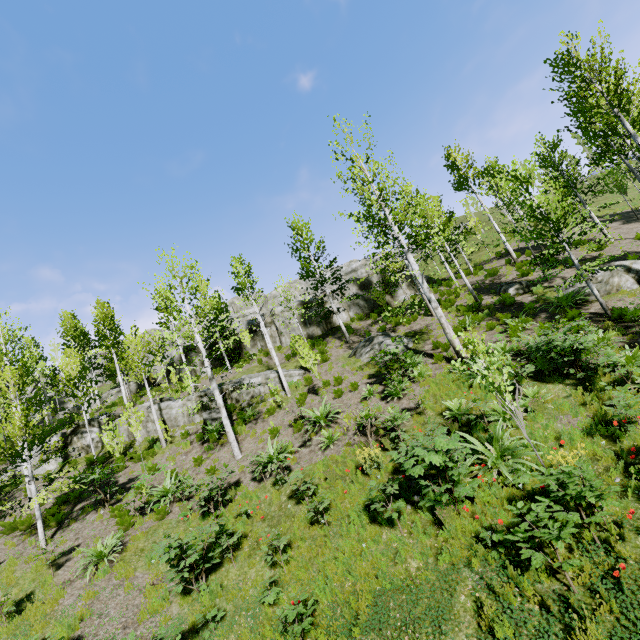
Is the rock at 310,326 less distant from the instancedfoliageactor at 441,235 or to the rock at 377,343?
the instancedfoliageactor at 441,235

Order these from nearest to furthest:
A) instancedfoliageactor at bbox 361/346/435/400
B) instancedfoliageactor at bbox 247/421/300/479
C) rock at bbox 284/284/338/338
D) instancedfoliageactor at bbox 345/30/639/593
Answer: instancedfoliageactor at bbox 345/30/639/593
instancedfoliageactor at bbox 247/421/300/479
instancedfoliageactor at bbox 361/346/435/400
rock at bbox 284/284/338/338

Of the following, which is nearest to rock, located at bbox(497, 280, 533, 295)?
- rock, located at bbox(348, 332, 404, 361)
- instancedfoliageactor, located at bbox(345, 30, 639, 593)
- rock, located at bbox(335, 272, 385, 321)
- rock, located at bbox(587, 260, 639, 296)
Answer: rock, located at bbox(348, 332, 404, 361)

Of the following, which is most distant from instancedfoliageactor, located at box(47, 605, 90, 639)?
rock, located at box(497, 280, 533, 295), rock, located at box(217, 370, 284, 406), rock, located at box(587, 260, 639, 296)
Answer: rock, located at box(497, 280, 533, 295)

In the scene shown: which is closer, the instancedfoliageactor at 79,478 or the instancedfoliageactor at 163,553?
the instancedfoliageactor at 163,553

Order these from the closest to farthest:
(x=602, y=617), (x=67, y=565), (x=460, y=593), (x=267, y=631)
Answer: (x=602, y=617) < (x=460, y=593) < (x=267, y=631) < (x=67, y=565)

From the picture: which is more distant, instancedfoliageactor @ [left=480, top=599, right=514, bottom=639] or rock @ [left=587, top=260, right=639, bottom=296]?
rock @ [left=587, top=260, right=639, bottom=296]
